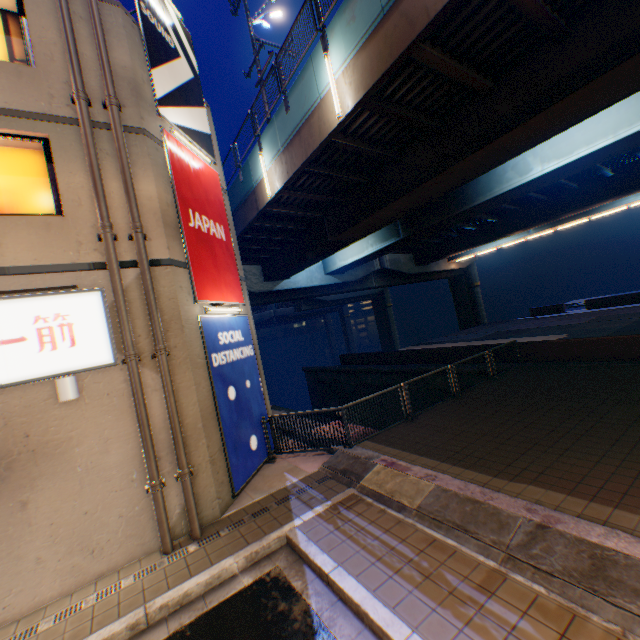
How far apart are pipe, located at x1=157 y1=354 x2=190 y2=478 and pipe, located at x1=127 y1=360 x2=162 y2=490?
0.3 meters

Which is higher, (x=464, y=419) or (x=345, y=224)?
(x=345, y=224)

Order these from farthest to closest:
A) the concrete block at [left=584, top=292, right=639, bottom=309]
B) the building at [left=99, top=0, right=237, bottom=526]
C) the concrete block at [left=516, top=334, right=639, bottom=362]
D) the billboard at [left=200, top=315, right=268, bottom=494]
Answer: the concrete block at [left=584, top=292, right=639, bottom=309] → the concrete block at [left=516, top=334, right=639, bottom=362] → the billboard at [left=200, top=315, right=268, bottom=494] → the building at [left=99, top=0, right=237, bottom=526]

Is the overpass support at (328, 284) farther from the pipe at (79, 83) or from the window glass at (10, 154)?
the window glass at (10, 154)

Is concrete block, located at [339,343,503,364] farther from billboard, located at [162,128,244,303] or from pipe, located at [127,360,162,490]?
pipe, located at [127,360,162,490]

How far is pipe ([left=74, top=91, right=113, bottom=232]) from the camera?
6.2 meters

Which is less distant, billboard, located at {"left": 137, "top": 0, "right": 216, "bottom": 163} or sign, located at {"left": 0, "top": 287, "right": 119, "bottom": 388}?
sign, located at {"left": 0, "top": 287, "right": 119, "bottom": 388}

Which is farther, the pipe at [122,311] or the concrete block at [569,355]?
the concrete block at [569,355]
